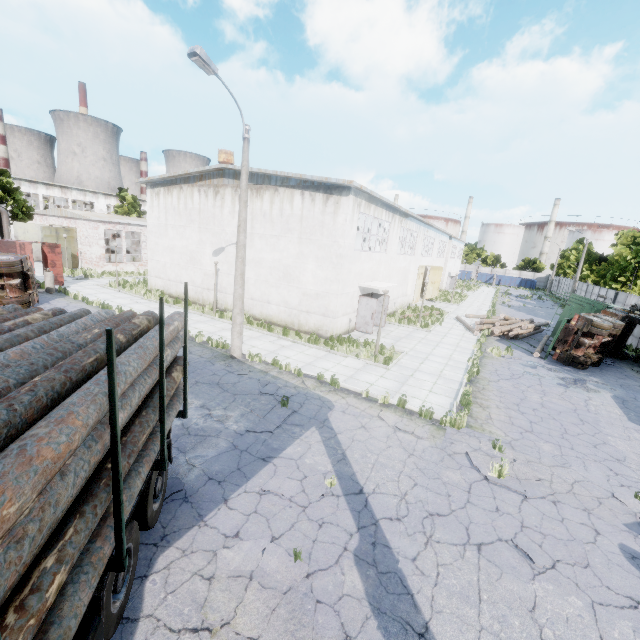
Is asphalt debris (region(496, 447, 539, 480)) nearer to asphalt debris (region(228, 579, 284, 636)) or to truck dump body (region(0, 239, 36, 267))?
asphalt debris (region(228, 579, 284, 636))

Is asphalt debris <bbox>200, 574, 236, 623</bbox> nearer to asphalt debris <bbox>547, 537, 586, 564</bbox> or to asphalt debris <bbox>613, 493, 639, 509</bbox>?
asphalt debris <bbox>547, 537, 586, 564</bbox>

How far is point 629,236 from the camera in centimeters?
3866cm

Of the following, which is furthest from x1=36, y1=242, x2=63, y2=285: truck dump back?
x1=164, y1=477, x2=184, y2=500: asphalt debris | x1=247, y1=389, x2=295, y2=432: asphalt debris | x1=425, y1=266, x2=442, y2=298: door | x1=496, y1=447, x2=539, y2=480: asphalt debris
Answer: x1=425, y1=266, x2=442, y2=298: door

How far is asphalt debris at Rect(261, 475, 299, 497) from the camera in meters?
6.6

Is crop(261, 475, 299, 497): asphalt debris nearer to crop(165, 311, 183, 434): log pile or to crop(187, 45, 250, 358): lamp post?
crop(165, 311, 183, 434): log pile

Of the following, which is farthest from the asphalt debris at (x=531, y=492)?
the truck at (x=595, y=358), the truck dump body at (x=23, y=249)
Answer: the truck dump body at (x=23, y=249)

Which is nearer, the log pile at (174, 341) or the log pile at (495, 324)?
the log pile at (174, 341)
